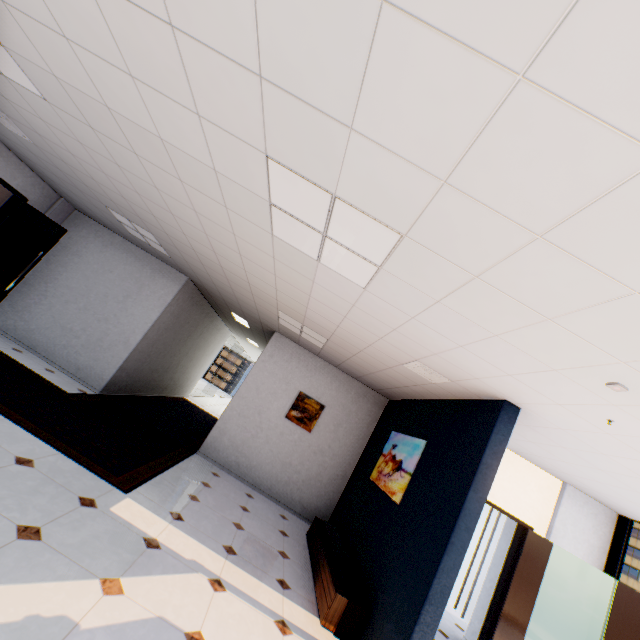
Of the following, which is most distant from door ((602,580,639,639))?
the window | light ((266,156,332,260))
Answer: light ((266,156,332,260))

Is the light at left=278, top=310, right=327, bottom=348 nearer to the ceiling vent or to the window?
the ceiling vent

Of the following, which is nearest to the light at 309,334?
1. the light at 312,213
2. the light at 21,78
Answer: the light at 312,213

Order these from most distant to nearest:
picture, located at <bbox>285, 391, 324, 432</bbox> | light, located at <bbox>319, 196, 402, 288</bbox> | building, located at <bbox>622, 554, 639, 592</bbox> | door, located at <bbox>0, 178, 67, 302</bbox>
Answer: building, located at <bbox>622, 554, 639, 592</bbox>
picture, located at <bbox>285, 391, 324, 432</bbox>
door, located at <bbox>0, 178, 67, 302</bbox>
light, located at <bbox>319, 196, 402, 288</bbox>

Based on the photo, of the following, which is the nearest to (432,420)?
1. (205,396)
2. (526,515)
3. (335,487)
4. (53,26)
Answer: (526,515)

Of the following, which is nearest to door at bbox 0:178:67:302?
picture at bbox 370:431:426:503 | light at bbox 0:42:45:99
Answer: light at bbox 0:42:45:99

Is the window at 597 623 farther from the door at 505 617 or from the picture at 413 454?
the picture at 413 454

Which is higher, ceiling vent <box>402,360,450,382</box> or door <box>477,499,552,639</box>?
ceiling vent <box>402,360,450,382</box>
